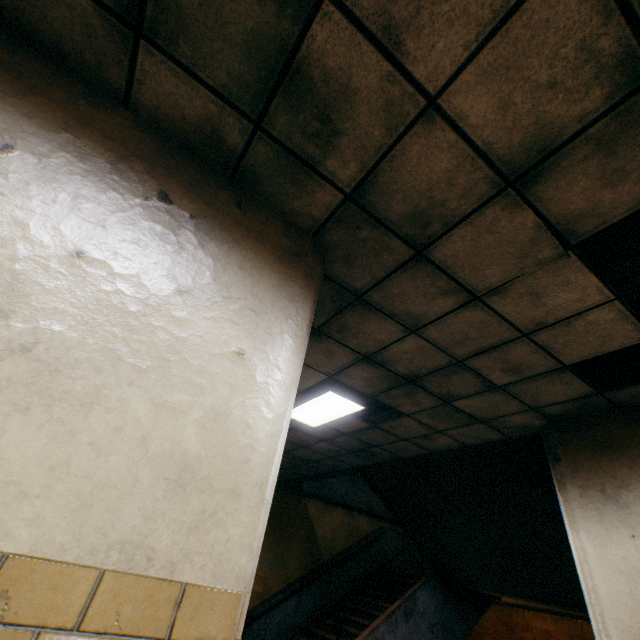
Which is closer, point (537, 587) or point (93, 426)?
point (93, 426)

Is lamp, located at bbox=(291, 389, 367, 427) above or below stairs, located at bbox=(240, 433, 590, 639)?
above

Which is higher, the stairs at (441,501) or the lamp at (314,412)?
the lamp at (314,412)

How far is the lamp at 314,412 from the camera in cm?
437

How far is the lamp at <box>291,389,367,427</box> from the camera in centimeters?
437cm
